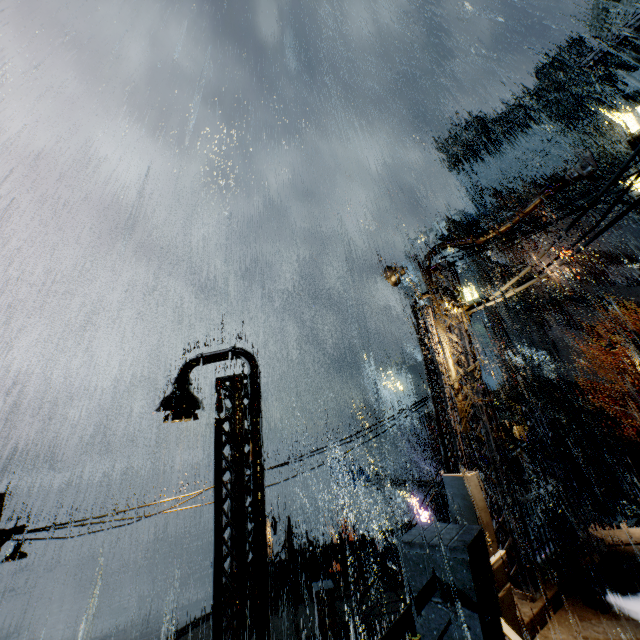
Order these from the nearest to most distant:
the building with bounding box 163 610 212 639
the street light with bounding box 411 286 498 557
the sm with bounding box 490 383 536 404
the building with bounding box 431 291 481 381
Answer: the street light with bounding box 411 286 498 557 → the building with bounding box 431 291 481 381 → the building with bounding box 163 610 212 639 → the sm with bounding box 490 383 536 404

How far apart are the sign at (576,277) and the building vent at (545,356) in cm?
960

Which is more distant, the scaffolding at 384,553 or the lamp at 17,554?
the scaffolding at 384,553

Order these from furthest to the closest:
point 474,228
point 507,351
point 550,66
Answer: point 474,228 → point 550,66 → point 507,351

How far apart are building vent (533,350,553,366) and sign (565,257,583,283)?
9.6m

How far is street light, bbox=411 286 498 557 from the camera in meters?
7.2 m

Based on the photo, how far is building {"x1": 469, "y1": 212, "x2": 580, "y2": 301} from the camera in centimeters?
4669cm

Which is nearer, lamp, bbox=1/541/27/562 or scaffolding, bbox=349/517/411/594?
lamp, bbox=1/541/27/562
